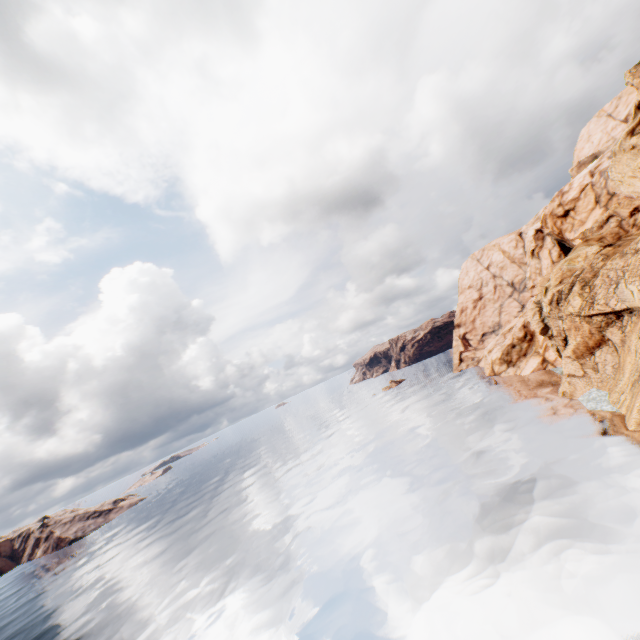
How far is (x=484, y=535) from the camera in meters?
22.5 m
